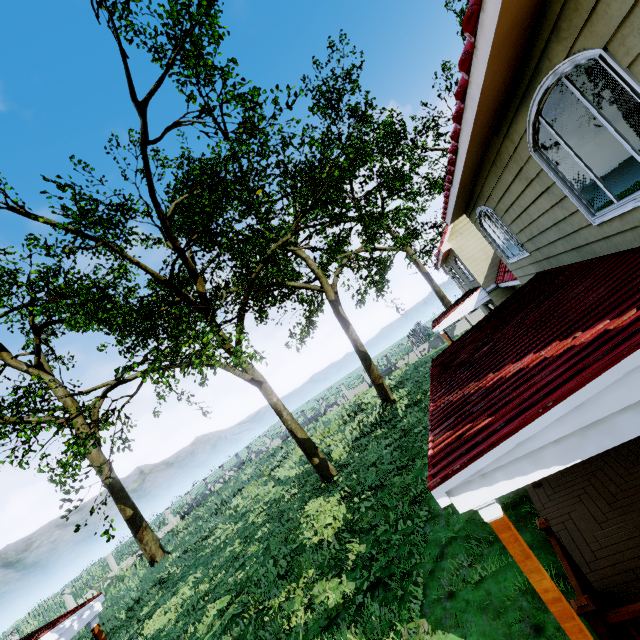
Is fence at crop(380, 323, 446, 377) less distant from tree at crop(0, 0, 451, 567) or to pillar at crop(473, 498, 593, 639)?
tree at crop(0, 0, 451, 567)

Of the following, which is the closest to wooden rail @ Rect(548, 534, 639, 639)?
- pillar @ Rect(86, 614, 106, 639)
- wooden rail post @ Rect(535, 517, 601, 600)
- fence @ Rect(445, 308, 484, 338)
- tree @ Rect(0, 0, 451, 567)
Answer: wooden rail post @ Rect(535, 517, 601, 600)

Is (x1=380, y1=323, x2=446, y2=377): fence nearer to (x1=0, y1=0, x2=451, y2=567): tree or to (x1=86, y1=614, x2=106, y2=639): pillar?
(x1=0, y1=0, x2=451, y2=567): tree

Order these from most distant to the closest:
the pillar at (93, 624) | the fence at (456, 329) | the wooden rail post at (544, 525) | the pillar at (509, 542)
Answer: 1. the fence at (456, 329)
2. the pillar at (93, 624)
3. the wooden rail post at (544, 525)
4. the pillar at (509, 542)

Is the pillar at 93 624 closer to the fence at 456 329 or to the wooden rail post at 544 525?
the wooden rail post at 544 525

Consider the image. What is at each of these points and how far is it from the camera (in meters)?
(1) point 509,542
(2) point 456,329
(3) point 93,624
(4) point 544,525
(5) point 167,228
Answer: (1) pillar, 2.67
(2) fence, 33.94
(3) pillar, 7.45
(4) wooden rail post, 4.00
(5) tree, 15.37

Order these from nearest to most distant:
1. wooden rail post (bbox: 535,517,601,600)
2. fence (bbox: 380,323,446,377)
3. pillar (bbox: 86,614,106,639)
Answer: wooden rail post (bbox: 535,517,601,600) → pillar (bbox: 86,614,106,639) → fence (bbox: 380,323,446,377)

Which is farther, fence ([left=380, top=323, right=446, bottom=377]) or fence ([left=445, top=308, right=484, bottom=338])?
fence ([left=380, top=323, right=446, bottom=377])
